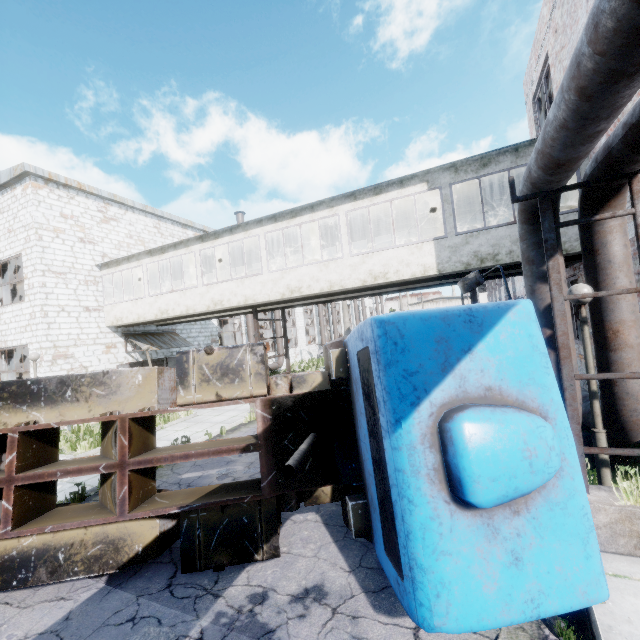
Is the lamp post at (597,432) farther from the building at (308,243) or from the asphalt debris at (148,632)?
the asphalt debris at (148,632)

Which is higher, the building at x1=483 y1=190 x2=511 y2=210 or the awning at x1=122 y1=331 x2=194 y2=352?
the building at x1=483 y1=190 x2=511 y2=210

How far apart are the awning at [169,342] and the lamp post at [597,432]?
16.54m

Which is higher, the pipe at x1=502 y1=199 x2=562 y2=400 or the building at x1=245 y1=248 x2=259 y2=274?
the building at x1=245 y1=248 x2=259 y2=274

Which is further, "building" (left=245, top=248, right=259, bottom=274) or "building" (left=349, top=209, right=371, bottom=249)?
"building" (left=245, top=248, right=259, bottom=274)

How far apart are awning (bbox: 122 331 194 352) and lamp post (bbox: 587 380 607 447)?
16.54m

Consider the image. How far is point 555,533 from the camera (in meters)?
2.80
